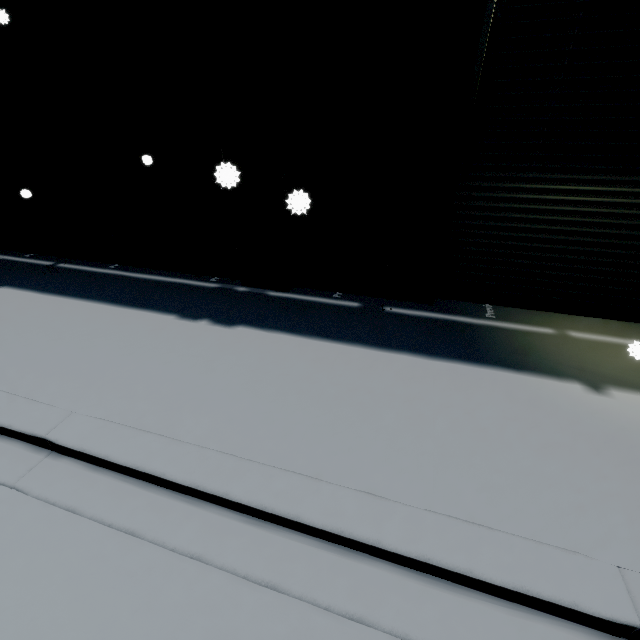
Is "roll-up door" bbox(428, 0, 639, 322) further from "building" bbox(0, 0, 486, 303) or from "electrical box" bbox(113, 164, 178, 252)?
"electrical box" bbox(113, 164, 178, 252)

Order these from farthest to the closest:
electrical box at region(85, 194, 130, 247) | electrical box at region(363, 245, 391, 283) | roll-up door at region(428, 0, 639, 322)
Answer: electrical box at region(85, 194, 130, 247)
electrical box at region(363, 245, 391, 283)
roll-up door at region(428, 0, 639, 322)

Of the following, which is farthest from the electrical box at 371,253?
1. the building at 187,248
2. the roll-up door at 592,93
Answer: the roll-up door at 592,93

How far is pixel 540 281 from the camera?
5.09m

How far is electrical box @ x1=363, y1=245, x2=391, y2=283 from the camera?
4.9m

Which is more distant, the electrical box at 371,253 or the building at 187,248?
the electrical box at 371,253
